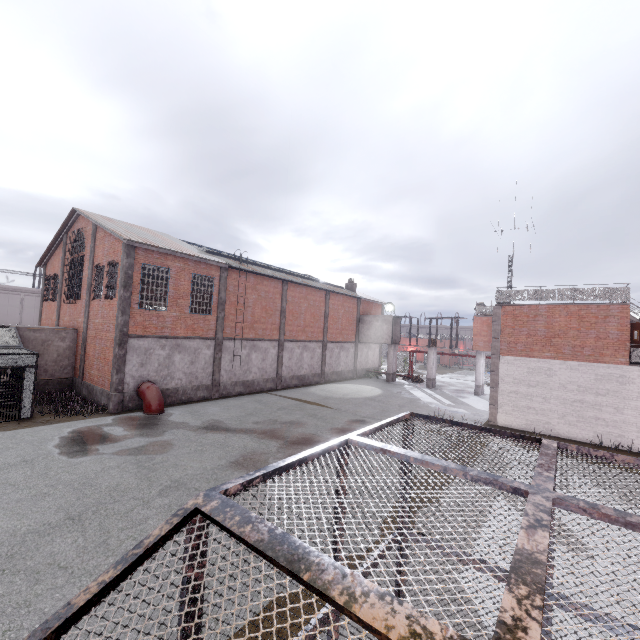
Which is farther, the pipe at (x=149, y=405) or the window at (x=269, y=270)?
the window at (x=269, y=270)

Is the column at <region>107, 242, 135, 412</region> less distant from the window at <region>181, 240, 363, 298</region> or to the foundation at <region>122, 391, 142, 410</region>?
the foundation at <region>122, 391, 142, 410</region>

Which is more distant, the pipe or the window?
the window

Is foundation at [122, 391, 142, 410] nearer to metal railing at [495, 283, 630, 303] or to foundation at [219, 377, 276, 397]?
foundation at [219, 377, 276, 397]

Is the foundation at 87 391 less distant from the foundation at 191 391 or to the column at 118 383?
the column at 118 383

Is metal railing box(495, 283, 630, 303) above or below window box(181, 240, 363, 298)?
below

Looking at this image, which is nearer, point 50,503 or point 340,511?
point 340,511

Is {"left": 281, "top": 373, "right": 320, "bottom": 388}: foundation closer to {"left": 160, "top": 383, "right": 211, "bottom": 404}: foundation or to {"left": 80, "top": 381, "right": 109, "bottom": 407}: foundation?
{"left": 160, "top": 383, "right": 211, "bottom": 404}: foundation
